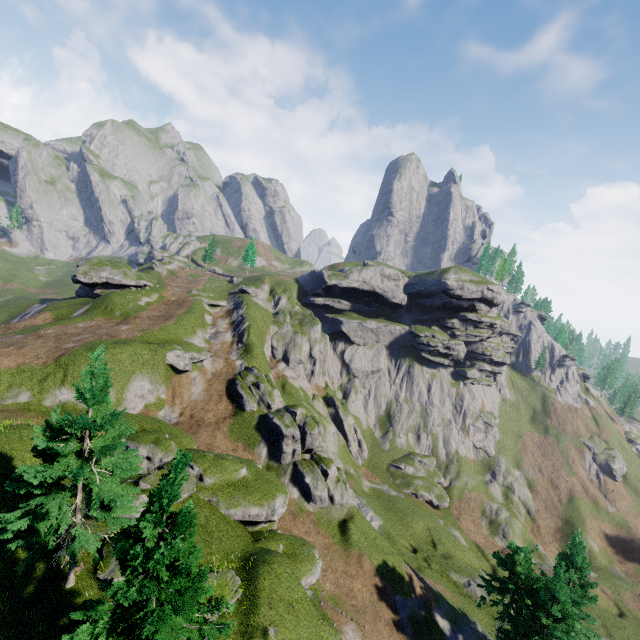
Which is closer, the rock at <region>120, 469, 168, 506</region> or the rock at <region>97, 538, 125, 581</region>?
the rock at <region>97, 538, 125, 581</region>

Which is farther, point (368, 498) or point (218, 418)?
point (368, 498)

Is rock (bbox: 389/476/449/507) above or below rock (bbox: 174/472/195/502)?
below

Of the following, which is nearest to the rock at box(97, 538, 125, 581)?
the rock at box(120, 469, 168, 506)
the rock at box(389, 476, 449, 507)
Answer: the rock at box(120, 469, 168, 506)

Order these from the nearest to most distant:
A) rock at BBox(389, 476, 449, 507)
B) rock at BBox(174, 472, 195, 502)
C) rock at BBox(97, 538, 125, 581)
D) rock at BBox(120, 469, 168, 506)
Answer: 1. rock at BBox(97, 538, 125, 581)
2. rock at BBox(120, 469, 168, 506)
3. rock at BBox(174, 472, 195, 502)
4. rock at BBox(389, 476, 449, 507)

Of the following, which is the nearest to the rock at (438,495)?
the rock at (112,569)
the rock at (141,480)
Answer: the rock at (141,480)

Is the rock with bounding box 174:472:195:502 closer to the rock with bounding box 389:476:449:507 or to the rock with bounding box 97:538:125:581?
the rock with bounding box 97:538:125:581
